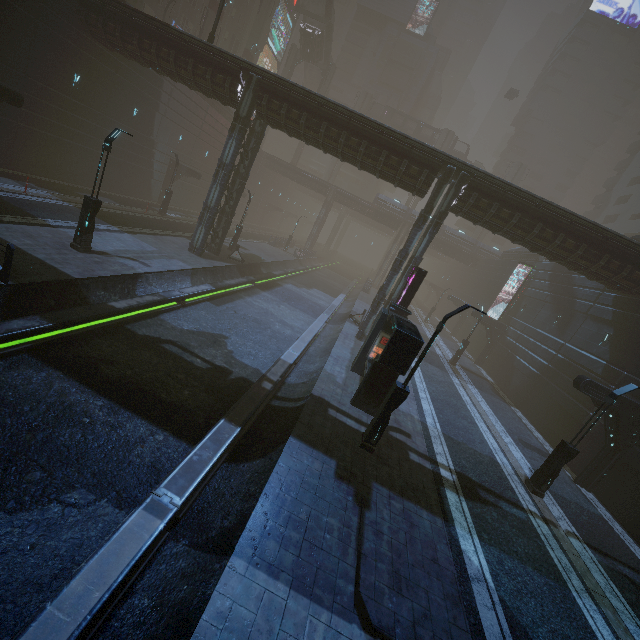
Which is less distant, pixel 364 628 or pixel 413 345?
pixel 364 628

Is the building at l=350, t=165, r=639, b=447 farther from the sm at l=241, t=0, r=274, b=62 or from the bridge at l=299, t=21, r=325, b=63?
the bridge at l=299, t=21, r=325, b=63

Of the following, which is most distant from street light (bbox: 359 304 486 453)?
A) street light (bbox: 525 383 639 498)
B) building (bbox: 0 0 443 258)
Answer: street light (bbox: 525 383 639 498)

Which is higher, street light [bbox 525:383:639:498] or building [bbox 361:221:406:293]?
building [bbox 361:221:406:293]

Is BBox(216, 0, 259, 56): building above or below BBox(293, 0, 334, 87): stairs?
below

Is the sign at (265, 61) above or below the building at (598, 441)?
above

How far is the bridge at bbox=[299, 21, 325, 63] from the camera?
49.53m

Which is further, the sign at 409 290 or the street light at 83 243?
the sign at 409 290
